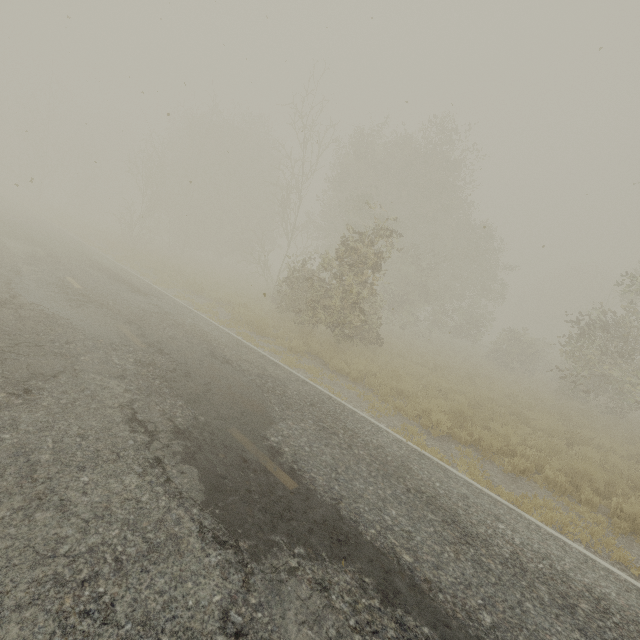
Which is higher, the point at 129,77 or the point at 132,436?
the point at 129,77
